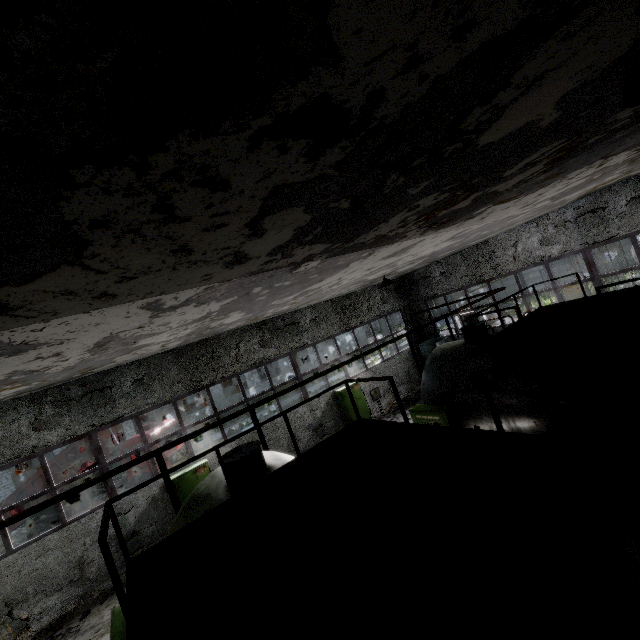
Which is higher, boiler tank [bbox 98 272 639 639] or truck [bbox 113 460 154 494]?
boiler tank [bbox 98 272 639 639]

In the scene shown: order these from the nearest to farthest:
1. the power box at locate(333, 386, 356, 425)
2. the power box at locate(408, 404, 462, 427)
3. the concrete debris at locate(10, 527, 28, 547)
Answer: the power box at locate(408, 404, 462, 427)
the power box at locate(333, 386, 356, 425)
the concrete debris at locate(10, 527, 28, 547)

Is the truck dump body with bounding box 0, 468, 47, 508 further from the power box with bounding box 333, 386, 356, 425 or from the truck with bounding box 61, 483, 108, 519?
the power box with bounding box 333, 386, 356, 425

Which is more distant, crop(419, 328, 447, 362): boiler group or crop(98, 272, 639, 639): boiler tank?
crop(419, 328, 447, 362): boiler group

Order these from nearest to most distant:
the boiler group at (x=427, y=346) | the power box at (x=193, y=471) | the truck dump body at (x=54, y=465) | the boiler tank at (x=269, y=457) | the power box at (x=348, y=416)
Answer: the boiler tank at (x=269, y=457)
the power box at (x=193, y=471)
the power box at (x=348, y=416)
the truck dump body at (x=54, y=465)
the boiler group at (x=427, y=346)

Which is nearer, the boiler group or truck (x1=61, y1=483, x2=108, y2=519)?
truck (x1=61, y1=483, x2=108, y2=519)

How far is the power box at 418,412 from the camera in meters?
8.6 m

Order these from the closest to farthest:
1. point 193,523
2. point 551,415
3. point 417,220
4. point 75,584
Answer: point 193,523 < point 417,220 < point 551,415 < point 75,584
